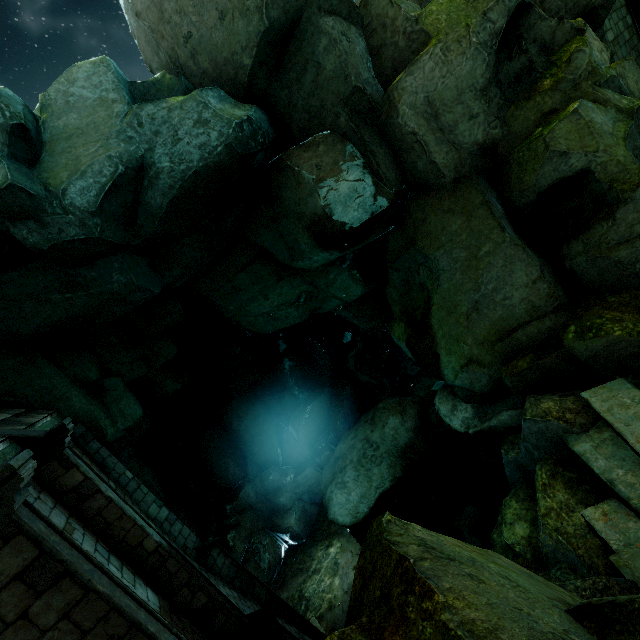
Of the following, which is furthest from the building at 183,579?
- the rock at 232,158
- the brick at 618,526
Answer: the brick at 618,526

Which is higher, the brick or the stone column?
Result: the stone column

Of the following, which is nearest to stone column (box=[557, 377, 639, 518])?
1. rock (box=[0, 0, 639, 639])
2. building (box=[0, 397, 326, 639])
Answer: rock (box=[0, 0, 639, 639])

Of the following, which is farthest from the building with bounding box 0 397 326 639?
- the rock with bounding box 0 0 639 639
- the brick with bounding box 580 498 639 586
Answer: the brick with bounding box 580 498 639 586

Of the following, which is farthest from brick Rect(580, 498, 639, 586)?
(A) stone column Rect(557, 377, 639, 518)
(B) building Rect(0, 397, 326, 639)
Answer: (B) building Rect(0, 397, 326, 639)

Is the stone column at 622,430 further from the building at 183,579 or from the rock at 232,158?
the building at 183,579

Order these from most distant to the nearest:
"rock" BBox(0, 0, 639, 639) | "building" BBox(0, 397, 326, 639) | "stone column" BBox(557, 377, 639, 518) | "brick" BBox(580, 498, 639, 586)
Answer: "rock" BBox(0, 0, 639, 639) → "stone column" BBox(557, 377, 639, 518) → "brick" BBox(580, 498, 639, 586) → "building" BBox(0, 397, 326, 639)

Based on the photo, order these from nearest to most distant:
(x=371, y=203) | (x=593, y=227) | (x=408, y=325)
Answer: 1. (x=593, y=227)
2. (x=371, y=203)
3. (x=408, y=325)
